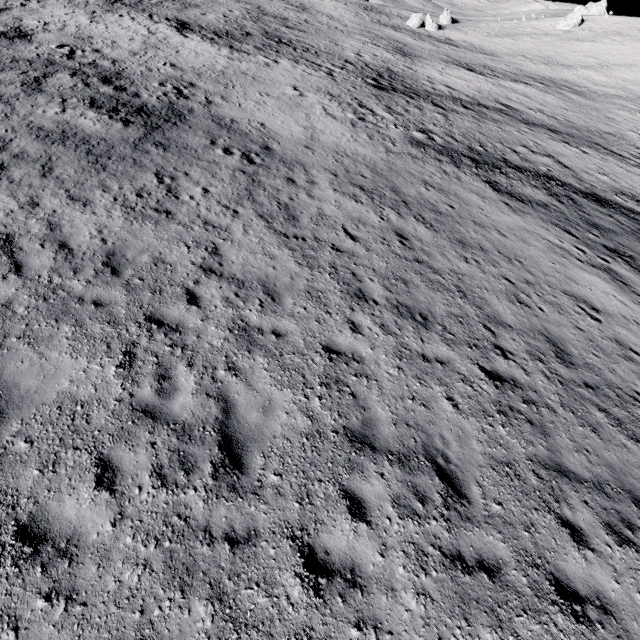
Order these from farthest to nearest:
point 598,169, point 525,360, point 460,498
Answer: point 598,169 < point 525,360 < point 460,498
